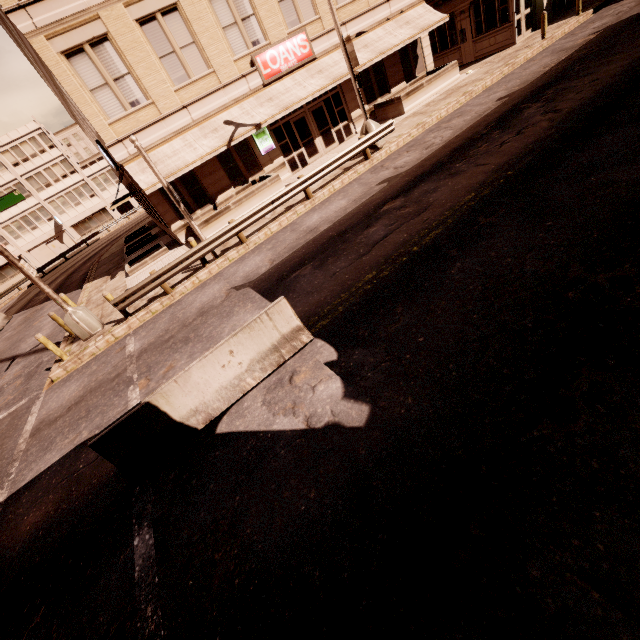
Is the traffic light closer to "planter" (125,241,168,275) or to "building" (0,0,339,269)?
"planter" (125,241,168,275)

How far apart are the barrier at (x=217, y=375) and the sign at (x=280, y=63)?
16.5m

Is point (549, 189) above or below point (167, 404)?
below

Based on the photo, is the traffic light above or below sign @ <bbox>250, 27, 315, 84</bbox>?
below

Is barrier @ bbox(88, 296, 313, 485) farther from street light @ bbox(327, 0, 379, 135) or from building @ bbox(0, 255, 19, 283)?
building @ bbox(0, 255, 19, 283)

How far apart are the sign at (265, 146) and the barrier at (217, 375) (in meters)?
15.13

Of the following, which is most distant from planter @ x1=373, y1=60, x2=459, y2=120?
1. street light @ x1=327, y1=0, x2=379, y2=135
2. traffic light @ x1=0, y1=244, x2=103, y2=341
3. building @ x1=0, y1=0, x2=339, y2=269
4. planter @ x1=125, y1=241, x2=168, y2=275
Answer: traffic light @ x1=0, y1=244, x2=103, y2=341

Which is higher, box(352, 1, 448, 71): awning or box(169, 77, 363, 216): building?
box(352, 1, 448, 71): awning
